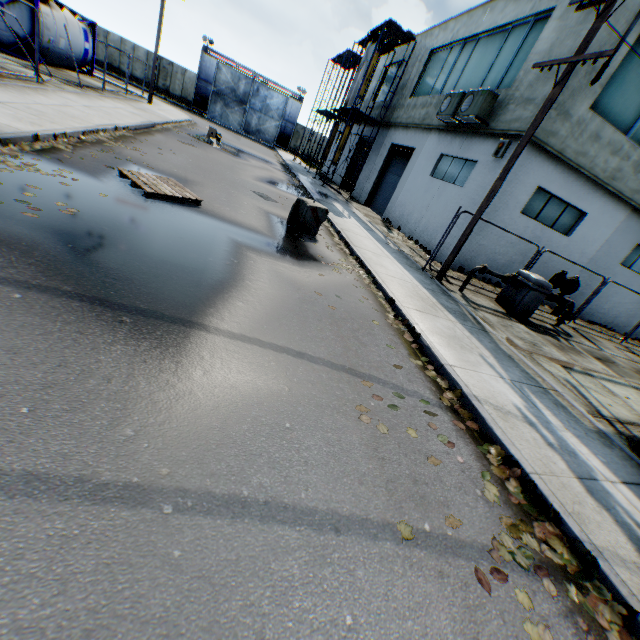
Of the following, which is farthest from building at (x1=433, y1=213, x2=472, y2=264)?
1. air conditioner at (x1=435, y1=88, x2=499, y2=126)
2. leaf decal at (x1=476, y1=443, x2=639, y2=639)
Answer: leaf decal at (x1=476, y1=443, x2=639, y2=639)

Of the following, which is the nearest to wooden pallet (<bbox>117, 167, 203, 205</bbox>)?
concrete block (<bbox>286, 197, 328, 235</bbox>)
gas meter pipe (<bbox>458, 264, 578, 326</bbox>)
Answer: concrete block (<bbox>286, 197, 328, 235</bbox>)

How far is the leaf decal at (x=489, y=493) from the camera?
3.20m

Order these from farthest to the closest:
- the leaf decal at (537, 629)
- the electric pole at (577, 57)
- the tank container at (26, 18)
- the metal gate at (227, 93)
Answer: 1. the metal gate at (227, 93)
2. the tank container at (26, 18)
3. the electric pole at (577, 57)
4. the leaf decal at (537, 629)

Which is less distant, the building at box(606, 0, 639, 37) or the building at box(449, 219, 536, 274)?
the building at box(606, 0, 639, 37)

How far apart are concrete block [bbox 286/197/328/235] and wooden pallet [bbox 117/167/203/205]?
2.59m

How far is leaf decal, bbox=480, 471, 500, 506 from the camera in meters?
3.2 m

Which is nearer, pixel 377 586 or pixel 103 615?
pixel 103 615
